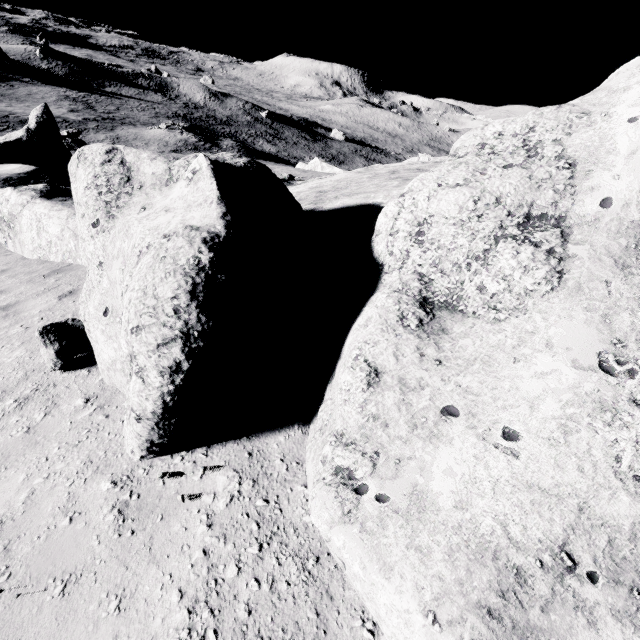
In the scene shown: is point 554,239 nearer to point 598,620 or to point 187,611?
point 598,620
